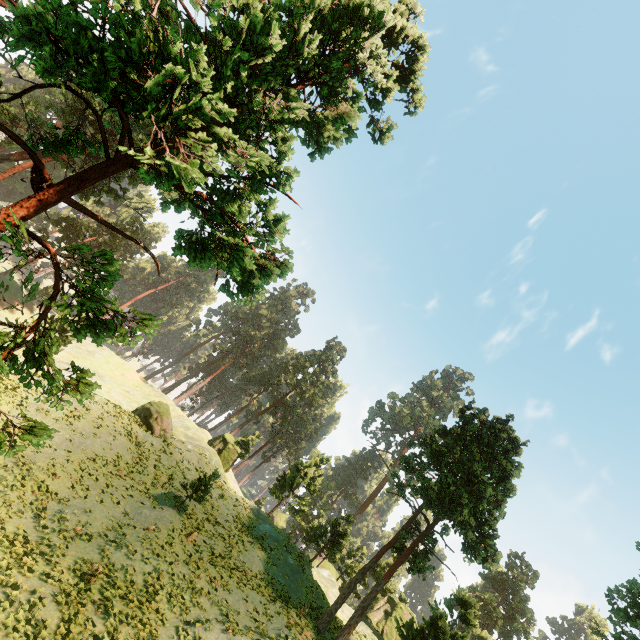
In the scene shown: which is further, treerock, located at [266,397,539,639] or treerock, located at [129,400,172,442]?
treerock, located at [129,400,172,442]

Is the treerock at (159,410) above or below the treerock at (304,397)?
below

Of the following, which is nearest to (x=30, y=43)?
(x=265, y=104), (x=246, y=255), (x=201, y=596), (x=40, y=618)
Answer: Answer: (x=246, y=255)

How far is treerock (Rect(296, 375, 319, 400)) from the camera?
57.6m

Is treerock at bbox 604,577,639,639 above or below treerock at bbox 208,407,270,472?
above

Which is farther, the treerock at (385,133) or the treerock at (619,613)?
the treerock at (619,613)
